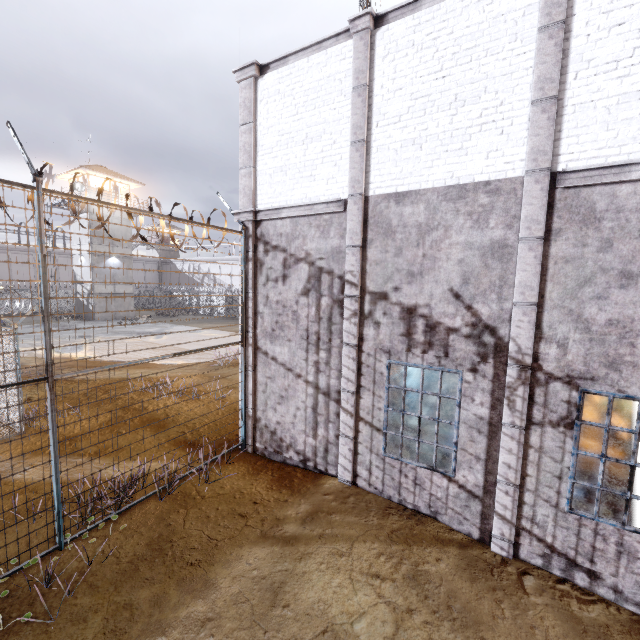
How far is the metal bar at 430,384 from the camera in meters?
11.1 m

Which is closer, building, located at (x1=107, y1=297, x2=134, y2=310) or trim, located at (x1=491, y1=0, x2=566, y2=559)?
trim, located at (x1=491, y1=0, x2=566, y2=559)

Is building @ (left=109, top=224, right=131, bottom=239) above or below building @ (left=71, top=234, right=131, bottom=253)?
above

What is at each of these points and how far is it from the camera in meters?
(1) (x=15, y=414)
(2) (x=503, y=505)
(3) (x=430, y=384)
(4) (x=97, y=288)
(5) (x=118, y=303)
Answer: (1) fence, 8.7 m
(2) trim, 5.4 m
(3) metal bar, 12.0 m
(4) building, 32.7 m
(5) building, 34.5 m

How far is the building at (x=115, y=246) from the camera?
32.1m

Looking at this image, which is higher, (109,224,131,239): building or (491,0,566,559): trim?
(109,224,131,239): building

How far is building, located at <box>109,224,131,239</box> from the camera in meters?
33.3
